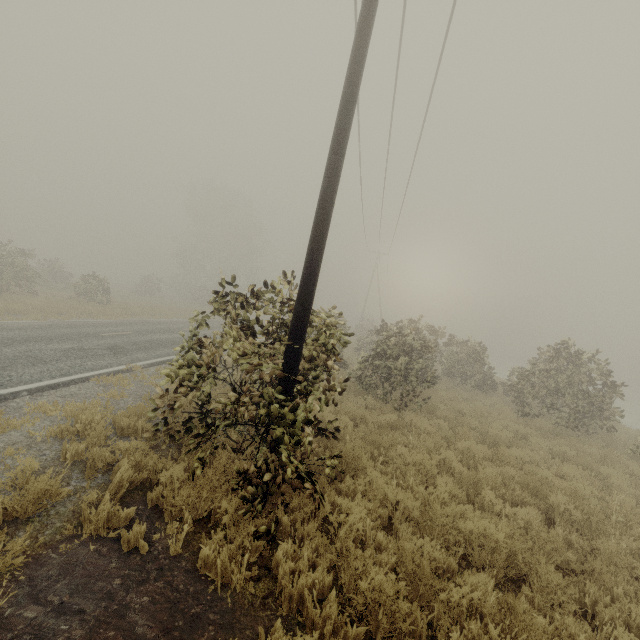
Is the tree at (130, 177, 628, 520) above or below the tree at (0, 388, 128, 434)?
above

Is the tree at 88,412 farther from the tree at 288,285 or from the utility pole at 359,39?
Result: the tree at 288,285

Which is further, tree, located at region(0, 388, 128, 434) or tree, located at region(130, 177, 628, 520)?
tree, located at region(0, 388, 128, 434)

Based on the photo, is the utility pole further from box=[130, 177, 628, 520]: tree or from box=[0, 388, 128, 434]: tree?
box=[130, 177, 628, 520]: tree

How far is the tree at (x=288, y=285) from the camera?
4.4m

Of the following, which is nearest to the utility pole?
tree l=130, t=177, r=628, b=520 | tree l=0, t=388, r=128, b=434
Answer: tree l=0, t=388, r=128, b=434

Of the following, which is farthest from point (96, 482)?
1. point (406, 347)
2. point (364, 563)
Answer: point (406, 347)
